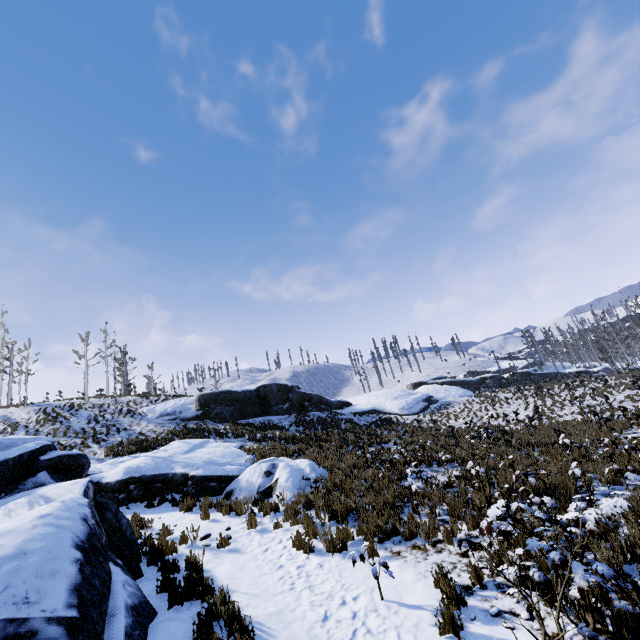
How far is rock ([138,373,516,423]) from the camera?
24.9m

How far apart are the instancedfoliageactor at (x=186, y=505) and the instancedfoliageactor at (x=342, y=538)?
3.8 meters

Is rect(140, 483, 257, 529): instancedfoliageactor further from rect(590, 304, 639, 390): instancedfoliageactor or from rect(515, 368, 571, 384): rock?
rect(590, 304, 639, 390): instancedfoliageactor

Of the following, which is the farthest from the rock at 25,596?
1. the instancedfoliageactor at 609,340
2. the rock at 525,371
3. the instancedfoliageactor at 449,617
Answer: the instancedfoliageactor at 609,340

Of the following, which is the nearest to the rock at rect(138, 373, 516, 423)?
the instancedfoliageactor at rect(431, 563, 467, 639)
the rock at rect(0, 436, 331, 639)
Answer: the rock at rect(0, 436, 331, 639)

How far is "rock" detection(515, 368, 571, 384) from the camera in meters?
41.6

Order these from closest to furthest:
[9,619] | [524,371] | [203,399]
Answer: [9,619]
[203,399]
[524,371]

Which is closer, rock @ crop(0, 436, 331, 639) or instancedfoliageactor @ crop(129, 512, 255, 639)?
rock @ crop(0, 436, 331, 639)
